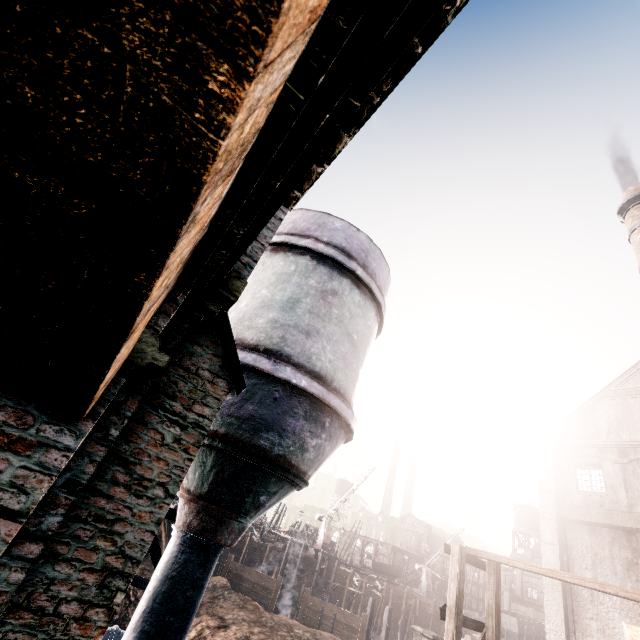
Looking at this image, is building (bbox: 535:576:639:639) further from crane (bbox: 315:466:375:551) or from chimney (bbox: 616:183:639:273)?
crane (bbox: 315:466:375:551)

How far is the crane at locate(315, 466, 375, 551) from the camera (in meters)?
46.69

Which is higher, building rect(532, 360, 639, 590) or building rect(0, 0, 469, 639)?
building rect(532, 360, 639, 590)

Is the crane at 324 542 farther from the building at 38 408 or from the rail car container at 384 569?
the building at 38 408

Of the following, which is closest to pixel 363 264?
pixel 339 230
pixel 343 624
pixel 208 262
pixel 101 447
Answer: pixel 339 230

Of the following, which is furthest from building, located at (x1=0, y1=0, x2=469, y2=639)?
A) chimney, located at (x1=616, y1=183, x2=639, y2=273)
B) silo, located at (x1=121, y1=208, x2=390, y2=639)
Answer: chimney, located at (x1=616, y1=183, x2=639, y2=273)

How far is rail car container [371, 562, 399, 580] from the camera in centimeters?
5959cm

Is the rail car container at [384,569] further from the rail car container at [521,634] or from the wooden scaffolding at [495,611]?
the wooden scaffolding at [495,611]
